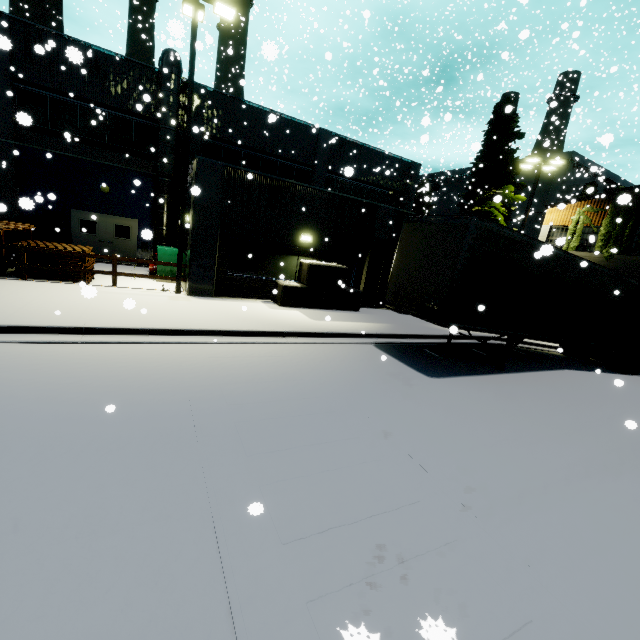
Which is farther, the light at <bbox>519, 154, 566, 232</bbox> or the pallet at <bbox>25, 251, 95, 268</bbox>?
the light at <bbox>519, 154, 566, 232</bbox>

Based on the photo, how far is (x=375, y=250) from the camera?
15.59m

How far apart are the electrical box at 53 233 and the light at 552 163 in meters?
25.7

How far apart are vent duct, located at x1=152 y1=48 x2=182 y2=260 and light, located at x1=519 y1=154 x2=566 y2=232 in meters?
19.7

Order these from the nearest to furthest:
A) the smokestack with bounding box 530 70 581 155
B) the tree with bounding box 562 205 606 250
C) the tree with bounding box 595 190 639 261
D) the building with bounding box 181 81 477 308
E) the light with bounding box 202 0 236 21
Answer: A: the light with bounding box 202 0 236 21 < the building with bounding box 181 81 477 308 < the tree with bounding box 595 190 639 261 < the tree with bounding box 562 205 606 250 < the smokestack with bounding box 530 70 581 155

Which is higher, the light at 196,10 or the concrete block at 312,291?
the light at 196,10

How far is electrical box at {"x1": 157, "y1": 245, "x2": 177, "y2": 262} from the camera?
14.7 meters

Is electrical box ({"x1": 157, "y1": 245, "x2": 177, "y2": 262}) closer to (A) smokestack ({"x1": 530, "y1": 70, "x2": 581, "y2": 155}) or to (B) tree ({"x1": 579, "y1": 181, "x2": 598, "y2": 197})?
(A) smokestack ({"x1": 530, "y1": 70, "x2": 581, "y2": 155})
